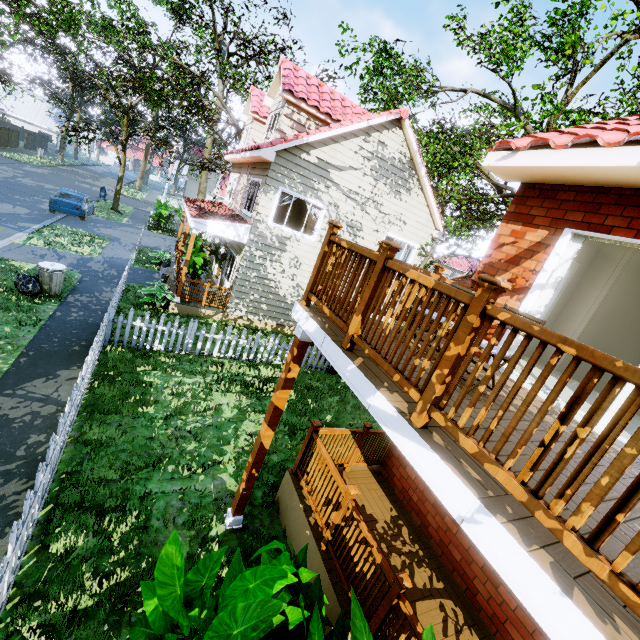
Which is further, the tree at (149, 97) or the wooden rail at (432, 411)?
the tree at (149, 97)

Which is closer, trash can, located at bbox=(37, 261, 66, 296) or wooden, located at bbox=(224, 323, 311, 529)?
wooden, located at bbox=(224, 323, 311, 529)

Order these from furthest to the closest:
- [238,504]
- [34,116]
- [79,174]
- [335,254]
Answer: [34,116], [79,174], [238,504], [335,254]

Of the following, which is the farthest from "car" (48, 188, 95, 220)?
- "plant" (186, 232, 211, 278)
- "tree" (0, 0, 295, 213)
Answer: "plant" (186, 232, 211, 278)

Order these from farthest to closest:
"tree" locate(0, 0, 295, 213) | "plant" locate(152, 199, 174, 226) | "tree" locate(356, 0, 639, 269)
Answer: "plant" locate(152, 199, 174, 226) → "tree" locate(0, 0, 295, 213) → "tree" locate(356, 0, 639, 269)

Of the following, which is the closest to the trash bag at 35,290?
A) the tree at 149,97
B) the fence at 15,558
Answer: the fence at 15,558

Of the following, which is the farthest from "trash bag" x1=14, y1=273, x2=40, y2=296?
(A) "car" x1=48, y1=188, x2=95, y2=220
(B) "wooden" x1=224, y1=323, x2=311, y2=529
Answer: (A) "car" x1=48, y1=188, x2=95, y2=220

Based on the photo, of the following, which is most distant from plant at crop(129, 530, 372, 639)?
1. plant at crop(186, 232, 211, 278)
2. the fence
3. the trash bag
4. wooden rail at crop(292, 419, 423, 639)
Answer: plant at crop(186, 232, 211, 278)
